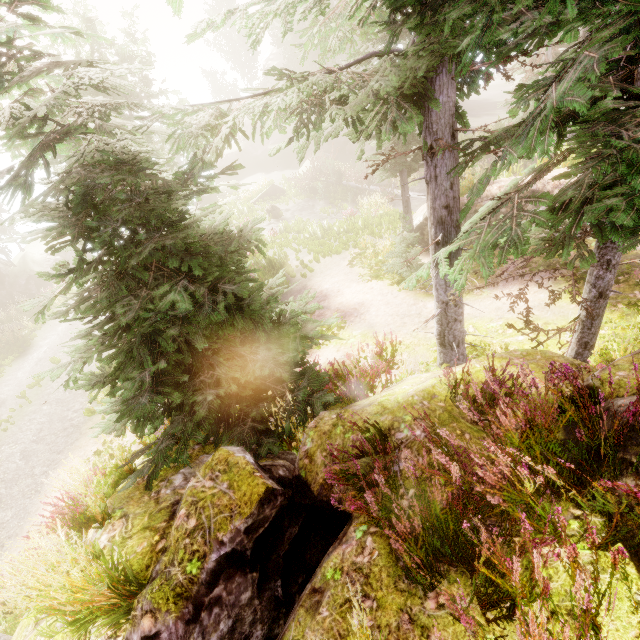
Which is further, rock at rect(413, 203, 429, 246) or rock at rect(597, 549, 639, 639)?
rock at rect(413, 203, 429, 246)

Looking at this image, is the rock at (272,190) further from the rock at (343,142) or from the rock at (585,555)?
the rock at (585,555)

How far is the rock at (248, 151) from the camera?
37.09m

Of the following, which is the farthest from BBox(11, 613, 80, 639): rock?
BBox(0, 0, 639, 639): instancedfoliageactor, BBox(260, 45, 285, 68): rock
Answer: BBox(260, 45, 285, 68): rock

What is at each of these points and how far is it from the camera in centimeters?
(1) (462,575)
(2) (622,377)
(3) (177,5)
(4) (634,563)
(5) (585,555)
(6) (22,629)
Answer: (1) rock, 237cm
(2) rock, 268cm
(3) instancedfoliageactor, 198cm
(4) rock, 186cm
(5) rock, 198cm
(6) rock, 426cm

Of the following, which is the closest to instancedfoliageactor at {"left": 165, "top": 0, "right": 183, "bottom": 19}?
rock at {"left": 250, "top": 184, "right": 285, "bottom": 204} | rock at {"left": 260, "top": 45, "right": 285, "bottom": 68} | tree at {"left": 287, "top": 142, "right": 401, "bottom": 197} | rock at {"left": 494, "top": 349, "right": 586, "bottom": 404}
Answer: rock at {"left": 494, "top": 349, "right": 586, "bottom": 404}

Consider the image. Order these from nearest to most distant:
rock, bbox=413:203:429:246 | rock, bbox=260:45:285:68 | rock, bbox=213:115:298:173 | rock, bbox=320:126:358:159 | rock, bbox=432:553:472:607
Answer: rock, bbox=432:553:472:607 → rock, bbox=413:203:429:246 → rock, bbox=320:126:358:159 → rock, bbox=213:115:298:173 → rock, bbox=260:45:285:68

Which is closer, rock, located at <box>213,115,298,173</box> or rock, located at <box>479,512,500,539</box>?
rock, located at <box>479,512,500,539</box>
